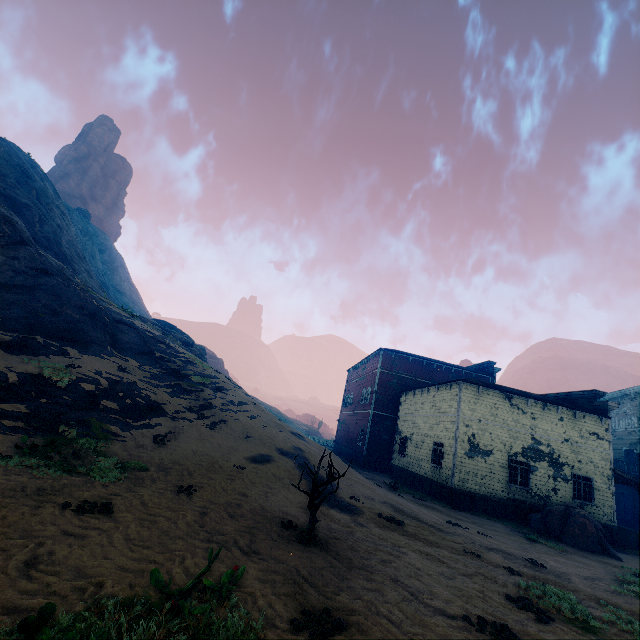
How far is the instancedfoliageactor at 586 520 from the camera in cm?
1469

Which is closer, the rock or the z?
the z

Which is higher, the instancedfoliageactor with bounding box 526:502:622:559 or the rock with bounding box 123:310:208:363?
the rock with bounding box 123:310:208:363

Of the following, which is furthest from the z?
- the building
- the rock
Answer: the rock

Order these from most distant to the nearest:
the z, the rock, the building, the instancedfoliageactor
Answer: the rock
the building
the instancedfoliageactor
the z

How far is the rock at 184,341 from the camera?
26.4 meters

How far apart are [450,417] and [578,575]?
10.22m
